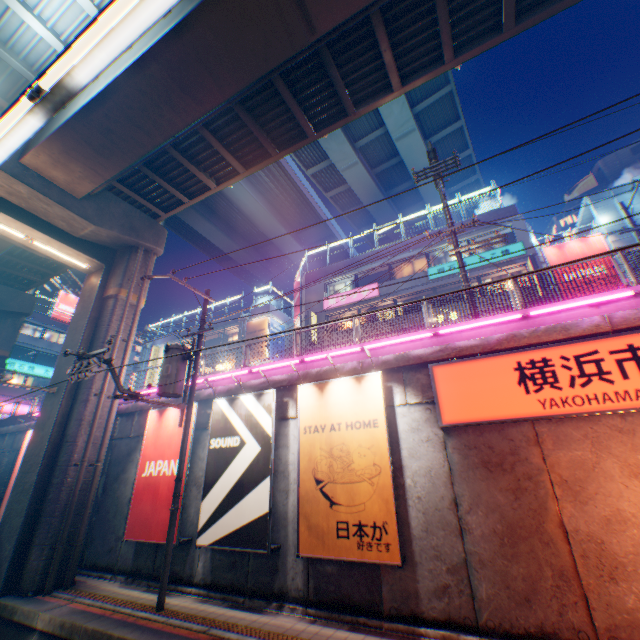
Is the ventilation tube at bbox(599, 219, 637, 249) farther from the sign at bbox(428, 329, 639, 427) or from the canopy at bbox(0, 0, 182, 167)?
the canopy at bbox(0, 0, 182, 167)

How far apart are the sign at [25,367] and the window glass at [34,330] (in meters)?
3.13

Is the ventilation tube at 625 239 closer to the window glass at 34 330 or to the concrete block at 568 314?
the concrete block at 568 314

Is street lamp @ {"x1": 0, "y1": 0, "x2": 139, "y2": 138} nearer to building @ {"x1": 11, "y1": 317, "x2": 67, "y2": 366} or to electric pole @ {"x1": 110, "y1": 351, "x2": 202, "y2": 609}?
electric pole @ {"x1": 110, "y1": 351, "x2": 202, "y2": 609}

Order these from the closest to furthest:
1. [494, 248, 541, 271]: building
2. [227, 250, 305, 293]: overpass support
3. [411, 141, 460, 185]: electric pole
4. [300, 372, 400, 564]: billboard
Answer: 1. [300, 372, 400, 564]: billboard
2. [411, 141, 460, 185]: electric pole
3. [494, 248, 541, 271]: building
4. [227, 250, 305, 293]: overpass support

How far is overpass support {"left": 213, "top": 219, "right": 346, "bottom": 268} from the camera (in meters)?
41.22

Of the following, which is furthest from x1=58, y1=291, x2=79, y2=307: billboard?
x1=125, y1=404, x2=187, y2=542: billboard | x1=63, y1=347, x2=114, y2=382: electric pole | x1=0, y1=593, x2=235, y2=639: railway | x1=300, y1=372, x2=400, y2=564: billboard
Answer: x1=300, y1=372, x2=400, y2=564: billboard

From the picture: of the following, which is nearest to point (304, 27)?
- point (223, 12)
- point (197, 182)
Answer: point (223, 12)
